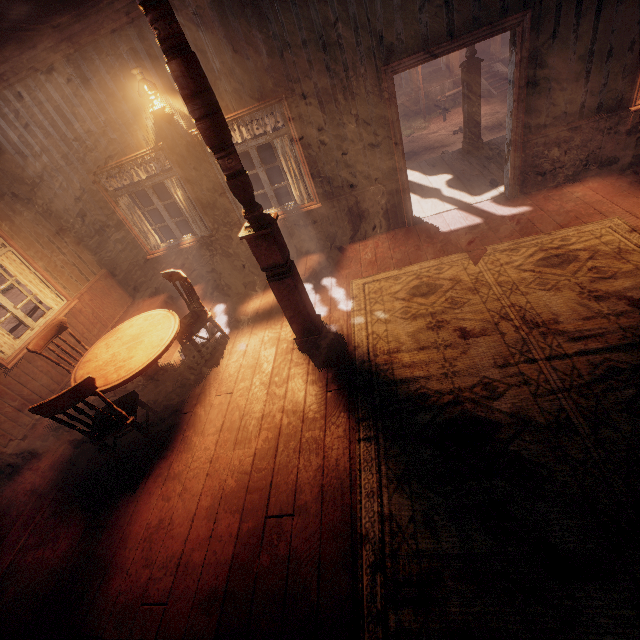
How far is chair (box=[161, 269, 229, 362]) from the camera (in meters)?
4.29

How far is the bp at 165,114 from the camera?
4.43m

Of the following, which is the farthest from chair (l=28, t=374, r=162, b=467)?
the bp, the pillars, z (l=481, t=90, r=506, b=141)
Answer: the bp

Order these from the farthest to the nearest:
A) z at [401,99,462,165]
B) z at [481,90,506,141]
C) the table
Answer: z at [401,99,462,165], z at [481,90,506,141], the table

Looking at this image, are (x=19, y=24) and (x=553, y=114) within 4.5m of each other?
no

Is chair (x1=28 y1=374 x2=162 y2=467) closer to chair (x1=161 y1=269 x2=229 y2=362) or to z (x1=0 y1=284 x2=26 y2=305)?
chair (x1=161 y1=269 x2=229 y2=362)

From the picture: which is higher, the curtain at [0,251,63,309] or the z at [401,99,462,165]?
the curtain at [0,251,63,309]

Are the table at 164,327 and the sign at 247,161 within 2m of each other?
no
